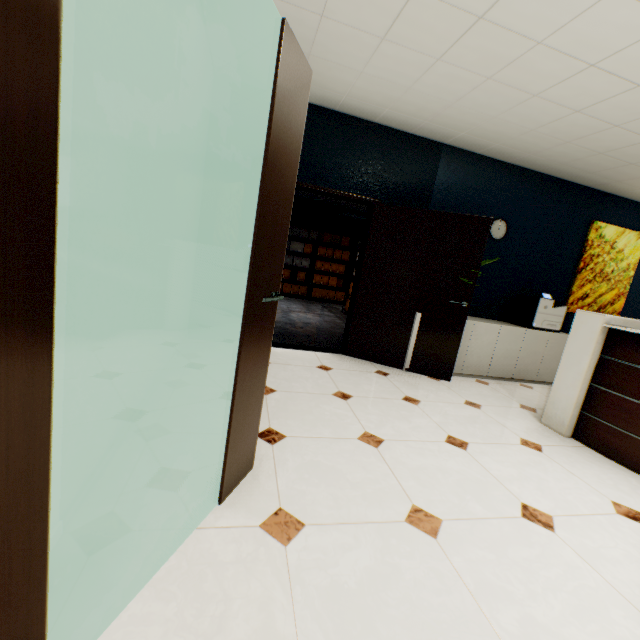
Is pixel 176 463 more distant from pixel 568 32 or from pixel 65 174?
pixel 568 32

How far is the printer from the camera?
4.54m

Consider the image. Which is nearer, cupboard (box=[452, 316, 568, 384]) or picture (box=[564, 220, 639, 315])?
cupboard (box=[452, 316, 568, 384])

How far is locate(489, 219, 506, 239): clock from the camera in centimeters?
461cm

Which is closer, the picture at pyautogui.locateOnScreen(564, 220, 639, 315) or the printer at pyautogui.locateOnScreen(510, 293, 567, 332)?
the printer at pyautogui.locateOnScreen(510, 293, 567, 332)

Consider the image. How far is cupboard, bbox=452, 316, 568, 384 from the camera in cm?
439

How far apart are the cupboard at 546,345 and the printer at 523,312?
0.0 meters

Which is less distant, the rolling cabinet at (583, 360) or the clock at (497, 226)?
the rolling cabinet at (583, 360)
